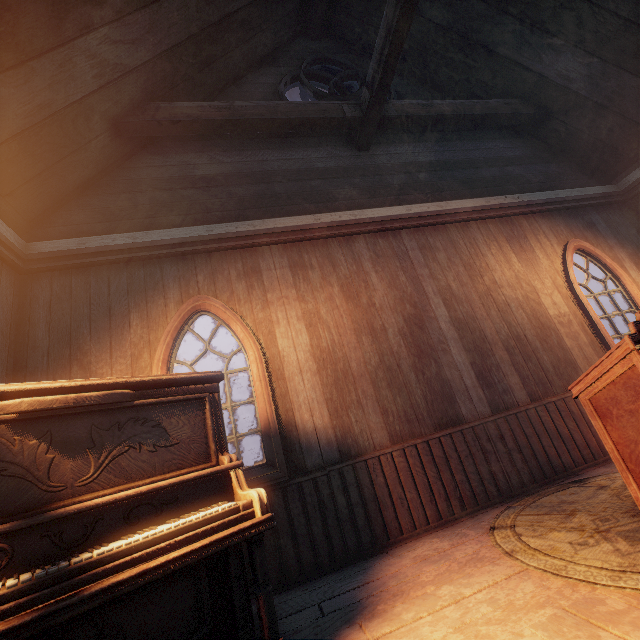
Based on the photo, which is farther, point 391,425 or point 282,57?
point 282,57

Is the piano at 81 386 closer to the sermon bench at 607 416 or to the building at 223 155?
the building at 223 155

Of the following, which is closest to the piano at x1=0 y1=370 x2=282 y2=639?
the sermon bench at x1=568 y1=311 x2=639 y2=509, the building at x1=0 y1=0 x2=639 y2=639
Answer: the building at x1=0 y1=0 x2=639 y2=639

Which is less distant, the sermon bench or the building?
the sermon bench

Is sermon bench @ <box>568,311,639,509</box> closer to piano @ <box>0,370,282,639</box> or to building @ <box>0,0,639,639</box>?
building @ <box>0,0,639,639</box>

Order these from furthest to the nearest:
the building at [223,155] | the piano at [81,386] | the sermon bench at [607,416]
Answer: the building at [223,155] < the sermon bench at [607,416] < the piano at [81,386]

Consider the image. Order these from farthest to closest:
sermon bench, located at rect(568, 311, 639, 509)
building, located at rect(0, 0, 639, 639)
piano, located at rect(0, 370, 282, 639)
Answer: building, located at rect(0, 0, 639, 639) → sermon bench, located at rect(568, 311, 639, 509) → piano, located at rect(0, 370, 282, 639)
